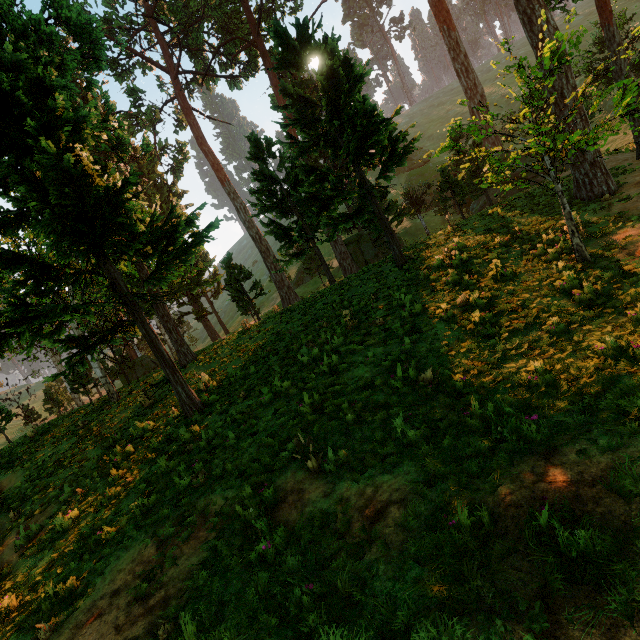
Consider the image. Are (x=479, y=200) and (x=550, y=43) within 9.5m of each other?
no
